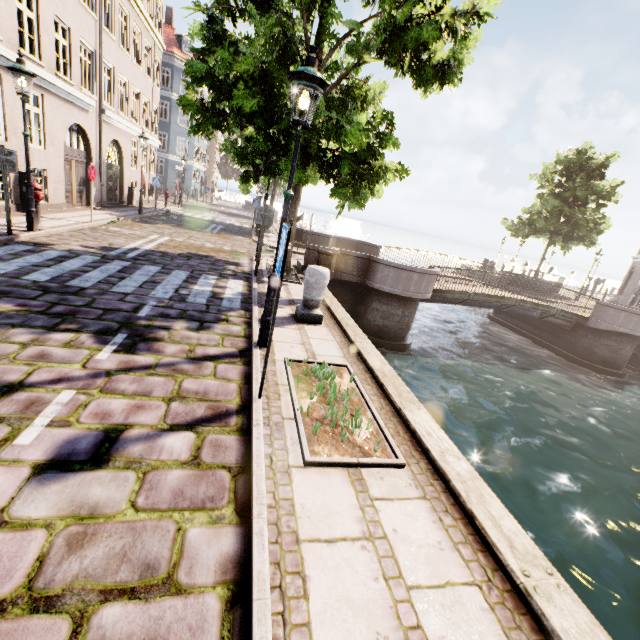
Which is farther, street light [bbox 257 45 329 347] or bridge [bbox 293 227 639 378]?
bridge [bbox 293 227 639 378]

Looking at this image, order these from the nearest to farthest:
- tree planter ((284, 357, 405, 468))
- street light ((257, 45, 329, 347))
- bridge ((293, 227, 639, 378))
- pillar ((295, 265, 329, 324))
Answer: tree planter ((284, 357, 405, 468))
street light ((257, 45, 329, 347))
pillar ((295, 265, 329, 324))
bridge ((293, 227, 639, 378))

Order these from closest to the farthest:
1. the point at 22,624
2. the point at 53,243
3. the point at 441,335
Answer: the point at 22,624, the point at 53,243, the point at 441,335

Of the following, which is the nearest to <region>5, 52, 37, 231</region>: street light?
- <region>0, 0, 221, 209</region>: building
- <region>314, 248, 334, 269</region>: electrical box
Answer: <region>314, 248, 334, 269</region>: electrical box

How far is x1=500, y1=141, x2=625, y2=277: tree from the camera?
22.1m

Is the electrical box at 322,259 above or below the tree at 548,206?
below

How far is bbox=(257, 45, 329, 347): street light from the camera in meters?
3.7

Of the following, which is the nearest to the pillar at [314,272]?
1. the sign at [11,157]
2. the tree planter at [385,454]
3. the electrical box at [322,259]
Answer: the electrical box at [322,259]
